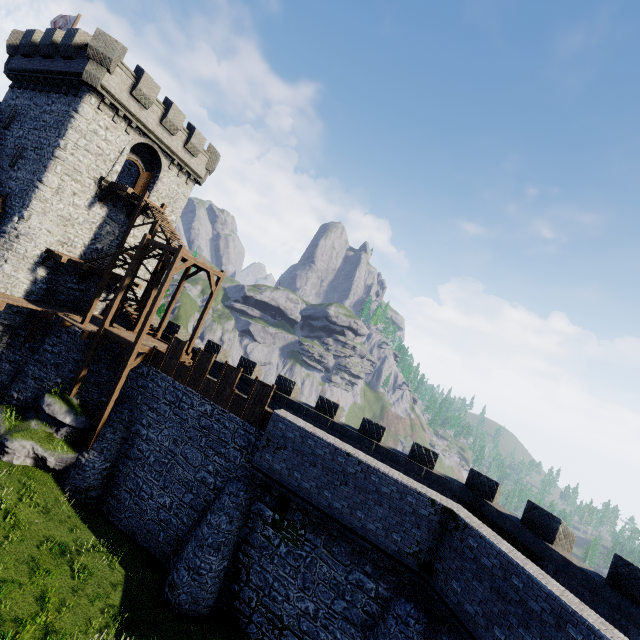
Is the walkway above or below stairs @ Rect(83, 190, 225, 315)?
below

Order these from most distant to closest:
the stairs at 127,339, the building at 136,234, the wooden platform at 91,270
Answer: the building at 136,234
the wooden platform at 91,270
the stairs at 127,339

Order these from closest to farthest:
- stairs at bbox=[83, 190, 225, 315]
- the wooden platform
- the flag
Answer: stairs at bbox=[83, 190, 225, 315] < the wooden platform < the flag

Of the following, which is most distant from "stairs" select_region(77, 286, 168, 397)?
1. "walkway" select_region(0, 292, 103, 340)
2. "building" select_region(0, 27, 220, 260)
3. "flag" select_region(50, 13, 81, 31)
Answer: "flag" select_region(50, 13, 81, 31)

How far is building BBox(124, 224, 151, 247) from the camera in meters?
25.5

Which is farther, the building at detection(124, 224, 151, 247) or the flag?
the building at detection(124, 224, 151, 247)

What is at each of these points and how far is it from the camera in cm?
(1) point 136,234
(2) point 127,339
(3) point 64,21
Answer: (1) building, 2592
(2) stairs, 1798
(3) flag, 2533

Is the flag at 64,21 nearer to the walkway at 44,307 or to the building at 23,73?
the building at 23,73
